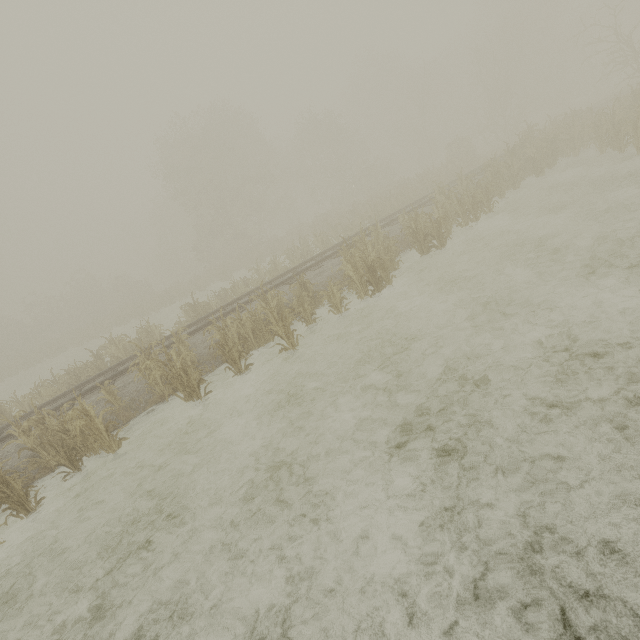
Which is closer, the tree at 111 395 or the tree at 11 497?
the tree at 11 497

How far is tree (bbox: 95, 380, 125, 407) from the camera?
8.6 meters

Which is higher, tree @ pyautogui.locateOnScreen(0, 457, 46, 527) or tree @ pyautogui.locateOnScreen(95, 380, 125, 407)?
tree @ pyautogui.locateOnScreen(95, 380, 125, 407)

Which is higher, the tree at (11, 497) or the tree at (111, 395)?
the tree at (111, 395)

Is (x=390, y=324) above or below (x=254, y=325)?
below

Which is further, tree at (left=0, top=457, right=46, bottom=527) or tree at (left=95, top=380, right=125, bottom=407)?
tree at (left=95, top=380, right=125, bottom=407)
